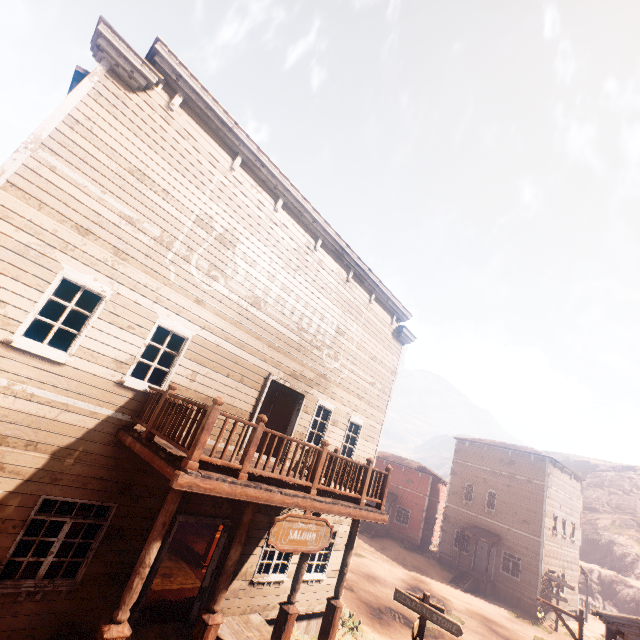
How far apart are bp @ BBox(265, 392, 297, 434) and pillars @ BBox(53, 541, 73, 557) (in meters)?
3.94

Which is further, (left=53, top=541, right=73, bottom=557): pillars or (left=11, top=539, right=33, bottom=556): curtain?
(left=53, top=541, right=73, bottom=557): pillars

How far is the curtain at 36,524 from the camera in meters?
6.0

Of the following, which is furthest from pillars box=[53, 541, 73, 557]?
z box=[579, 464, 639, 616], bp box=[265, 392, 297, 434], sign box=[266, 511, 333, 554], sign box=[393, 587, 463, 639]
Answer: sign box=[393, 587, 463, 639]

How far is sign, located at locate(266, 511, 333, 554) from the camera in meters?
5.8 m

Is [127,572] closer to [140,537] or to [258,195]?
[140,537]

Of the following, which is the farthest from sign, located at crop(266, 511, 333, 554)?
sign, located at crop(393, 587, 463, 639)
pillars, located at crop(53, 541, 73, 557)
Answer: pillars, located at crop(53, 541, 73, 557)
